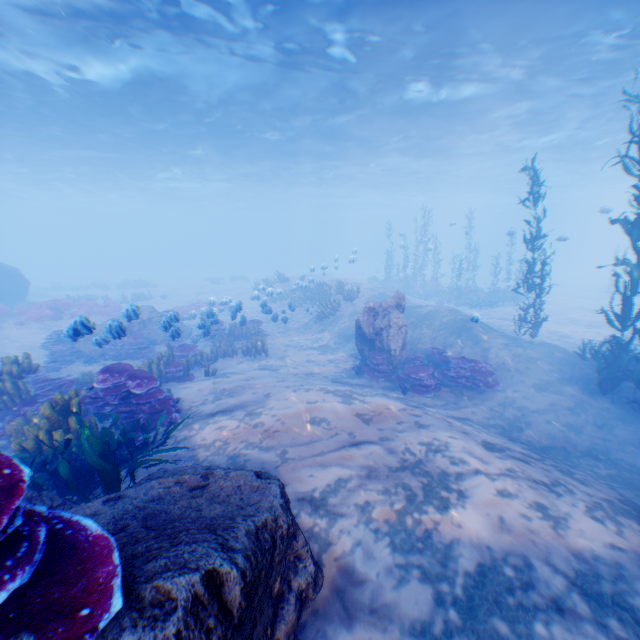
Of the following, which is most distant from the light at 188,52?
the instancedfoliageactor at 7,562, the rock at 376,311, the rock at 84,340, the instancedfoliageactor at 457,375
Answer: the instancedfoliageactor at 457,375

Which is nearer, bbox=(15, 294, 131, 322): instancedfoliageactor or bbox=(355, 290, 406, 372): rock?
bbox=(355, 290, 406, 372): rock

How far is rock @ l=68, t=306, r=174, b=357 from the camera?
8.1m

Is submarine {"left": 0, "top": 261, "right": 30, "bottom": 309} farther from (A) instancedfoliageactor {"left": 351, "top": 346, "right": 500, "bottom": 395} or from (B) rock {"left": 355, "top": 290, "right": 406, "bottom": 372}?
(A) instancedfoliageactor {"left": 351, "top": 346, "right": 500, "bottom": 395}

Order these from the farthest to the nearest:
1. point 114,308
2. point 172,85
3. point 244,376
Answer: point 114,308
point 172,85
point 244,376

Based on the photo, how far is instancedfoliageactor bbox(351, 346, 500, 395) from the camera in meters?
10.0 m

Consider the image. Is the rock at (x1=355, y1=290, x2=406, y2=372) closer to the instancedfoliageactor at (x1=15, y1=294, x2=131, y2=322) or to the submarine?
the submarine

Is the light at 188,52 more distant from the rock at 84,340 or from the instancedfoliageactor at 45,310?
the instancedfoliageactor at 45,310
